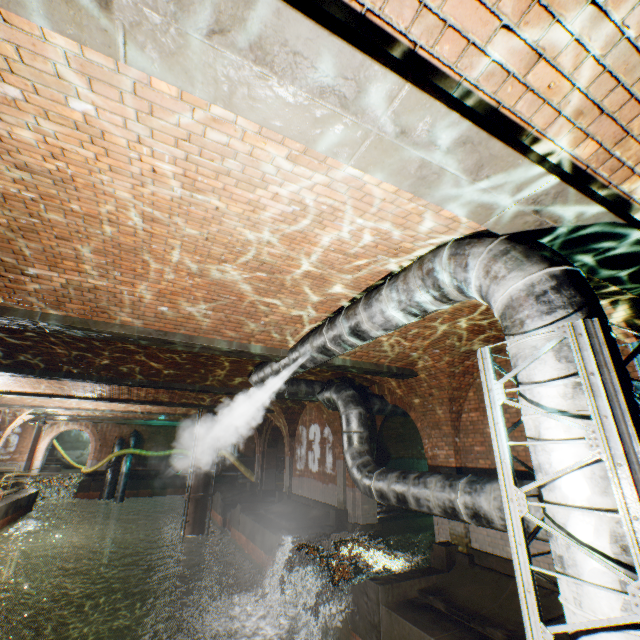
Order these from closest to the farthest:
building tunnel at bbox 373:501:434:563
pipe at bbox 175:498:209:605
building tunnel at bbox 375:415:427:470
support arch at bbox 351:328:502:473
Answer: support arch at bbox 351:328:502:473, building tunnel at bbox 373:501:434:563, pipe at bbox 175:498:209:605, building tunnel at bbox 375:415:427:470

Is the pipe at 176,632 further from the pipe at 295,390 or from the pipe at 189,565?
the pipe at 295,390

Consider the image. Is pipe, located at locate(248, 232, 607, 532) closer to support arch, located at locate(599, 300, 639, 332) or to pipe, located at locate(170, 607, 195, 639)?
support arch, located at locate(599, 300, 639, 332)

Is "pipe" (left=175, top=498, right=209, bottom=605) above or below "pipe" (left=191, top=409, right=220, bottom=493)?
below

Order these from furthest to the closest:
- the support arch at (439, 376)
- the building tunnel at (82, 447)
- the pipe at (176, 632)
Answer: the building tunnel at (82, 447), the pipe at (176, 632), the support arch at (439, 376)

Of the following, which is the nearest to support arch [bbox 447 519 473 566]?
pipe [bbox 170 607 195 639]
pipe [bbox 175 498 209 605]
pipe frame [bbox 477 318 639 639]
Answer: pipe frame [bbox 477 318 639 639]

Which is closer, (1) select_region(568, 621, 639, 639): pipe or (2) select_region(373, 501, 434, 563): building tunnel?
(1) select_region(568, 621, 639, 639): pipe

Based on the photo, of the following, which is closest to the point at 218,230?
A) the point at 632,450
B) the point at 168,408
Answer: the point at 632,450
